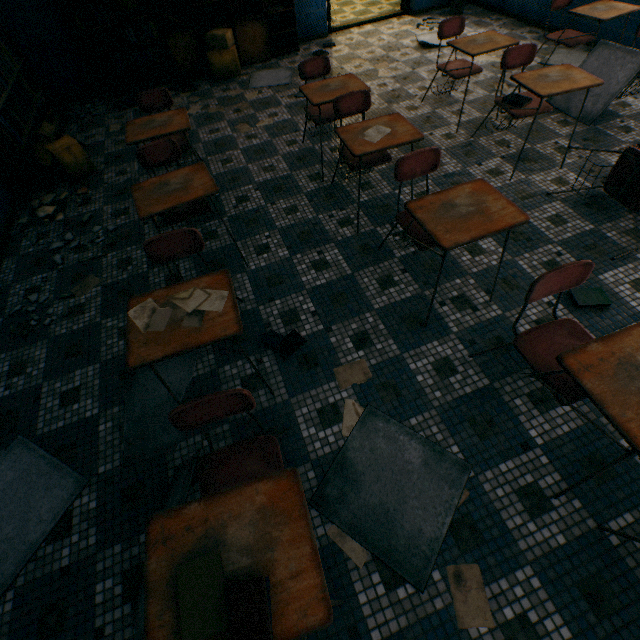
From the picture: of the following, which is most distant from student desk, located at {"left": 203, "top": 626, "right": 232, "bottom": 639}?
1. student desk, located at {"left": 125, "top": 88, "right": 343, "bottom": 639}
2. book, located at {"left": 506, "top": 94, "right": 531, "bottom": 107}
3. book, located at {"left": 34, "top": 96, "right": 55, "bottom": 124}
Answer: book, located at {"left": 34, "top": 96, "right": 55, "bottom": 124}

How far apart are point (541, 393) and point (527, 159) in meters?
2.6 m

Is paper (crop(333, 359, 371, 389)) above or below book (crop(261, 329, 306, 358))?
below

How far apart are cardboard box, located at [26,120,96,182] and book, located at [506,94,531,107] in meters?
4.5

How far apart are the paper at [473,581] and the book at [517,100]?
3.7m

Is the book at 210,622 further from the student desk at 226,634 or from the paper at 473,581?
the paper at 473,581

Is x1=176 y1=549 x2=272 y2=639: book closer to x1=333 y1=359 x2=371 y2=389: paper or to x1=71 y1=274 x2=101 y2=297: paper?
x1=333 y1=359 x2=371 y2=389: paper

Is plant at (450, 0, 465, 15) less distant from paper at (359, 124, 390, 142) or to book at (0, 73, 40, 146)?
paper at (359, 124, 390, 142)
